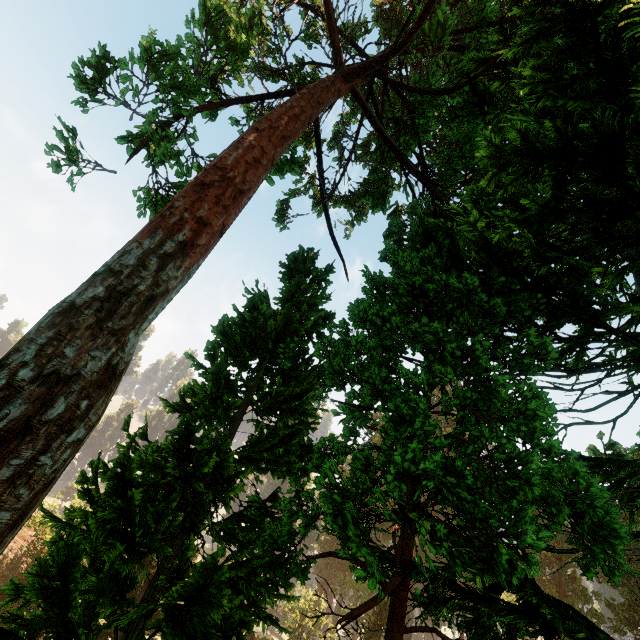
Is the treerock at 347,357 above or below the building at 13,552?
above

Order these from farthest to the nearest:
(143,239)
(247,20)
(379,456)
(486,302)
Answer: (247,20) → (486,302) → (379,456) → (143,239)

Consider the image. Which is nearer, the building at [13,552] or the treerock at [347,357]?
the treerock at [347,357]

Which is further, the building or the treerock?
the building

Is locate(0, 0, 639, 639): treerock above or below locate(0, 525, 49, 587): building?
above
